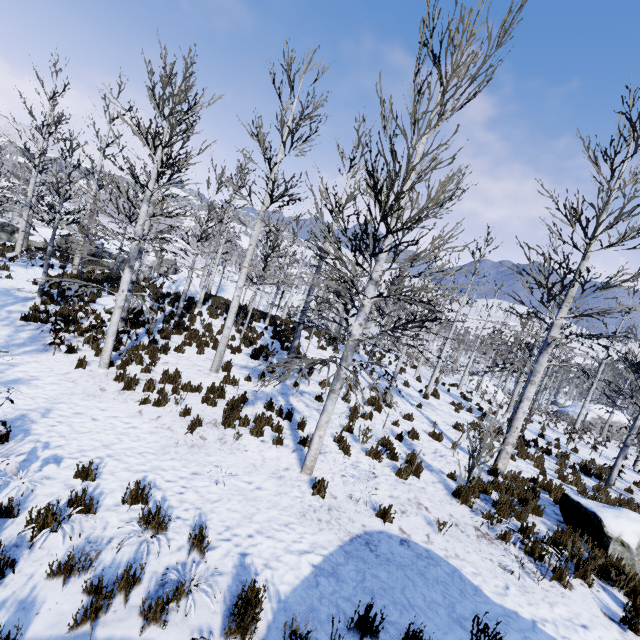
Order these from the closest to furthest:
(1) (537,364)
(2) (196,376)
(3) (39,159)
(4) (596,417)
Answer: (1) (537,364), (2) (196,376), (3) (39,159), (4) (596,417)

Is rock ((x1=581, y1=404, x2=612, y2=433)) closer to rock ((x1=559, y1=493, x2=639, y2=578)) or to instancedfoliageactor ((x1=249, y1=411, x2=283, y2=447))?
→ instancedfoliageactor ((x1=249, y1=411, x2=283, y2=447))

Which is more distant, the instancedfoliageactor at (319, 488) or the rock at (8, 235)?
the rock at (8, 235)

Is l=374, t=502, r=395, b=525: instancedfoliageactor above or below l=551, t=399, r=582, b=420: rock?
above

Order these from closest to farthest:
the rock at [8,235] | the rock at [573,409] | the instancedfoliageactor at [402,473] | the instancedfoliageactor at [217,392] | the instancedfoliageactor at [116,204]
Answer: the instancedfoliageactor at [116,204] → the instancedfoliageactor at [402,473] → the instancedfoliageactor at [217,392] → the rock at [8,235] → the rock at [573,409]

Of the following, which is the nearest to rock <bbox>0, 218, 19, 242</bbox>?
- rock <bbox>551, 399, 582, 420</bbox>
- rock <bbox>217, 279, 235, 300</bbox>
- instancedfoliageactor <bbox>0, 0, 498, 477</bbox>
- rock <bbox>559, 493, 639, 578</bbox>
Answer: rock <bbox>217, 279, 235, 300</bbox>
